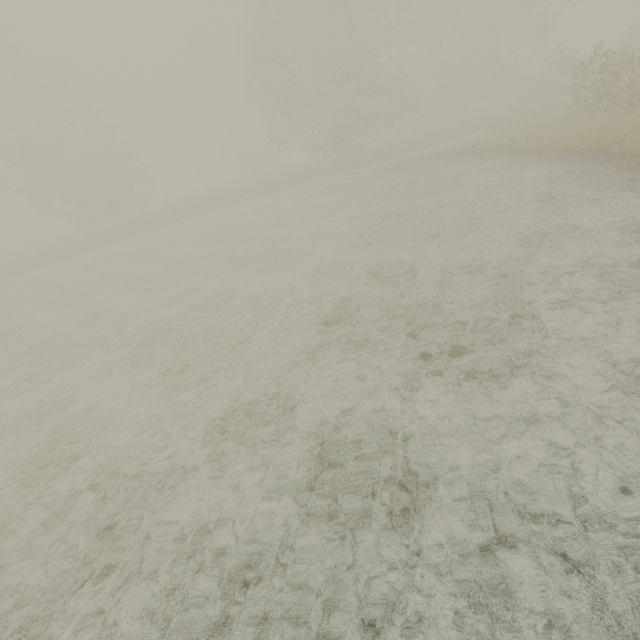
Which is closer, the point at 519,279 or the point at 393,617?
the point at 393,617
